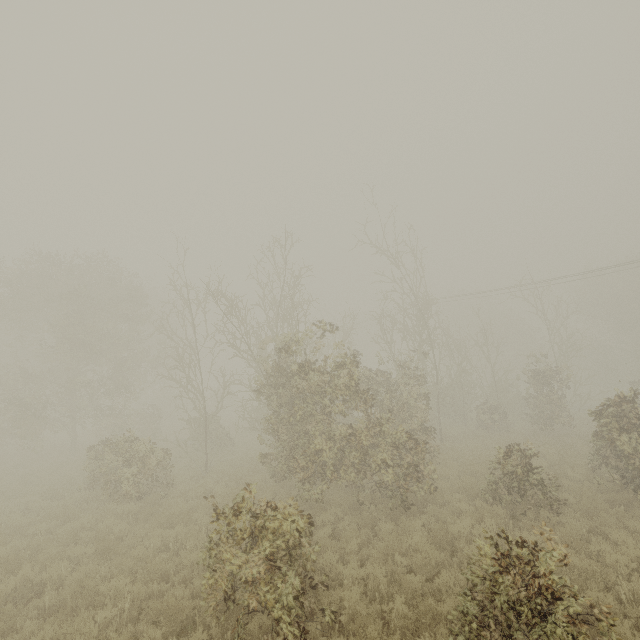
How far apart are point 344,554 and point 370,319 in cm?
3407
